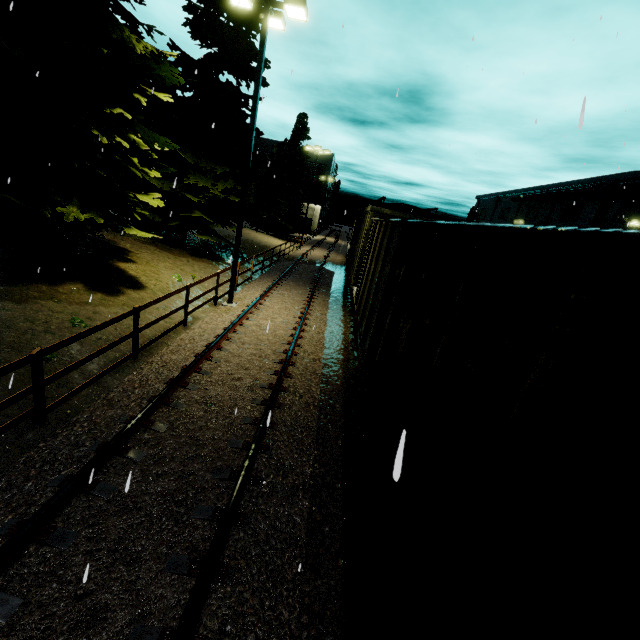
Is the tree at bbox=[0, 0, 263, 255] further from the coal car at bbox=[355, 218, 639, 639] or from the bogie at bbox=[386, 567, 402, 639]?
the bogie at bbox=[386, 567, 402, 639]

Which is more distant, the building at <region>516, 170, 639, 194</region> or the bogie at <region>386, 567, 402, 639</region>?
the building at <region>516, 170, 639, 194</region>

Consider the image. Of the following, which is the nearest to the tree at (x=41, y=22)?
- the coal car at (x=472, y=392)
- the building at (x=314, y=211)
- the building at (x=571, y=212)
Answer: the coal car at (x=472, y=392)

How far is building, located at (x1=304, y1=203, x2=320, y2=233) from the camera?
57.47m

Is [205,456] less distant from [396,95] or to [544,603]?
[544,603]

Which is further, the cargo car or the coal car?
the cargo car

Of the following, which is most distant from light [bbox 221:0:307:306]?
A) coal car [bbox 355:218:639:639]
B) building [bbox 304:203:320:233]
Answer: building [bbox 304:203:320:233]

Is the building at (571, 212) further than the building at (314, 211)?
No
